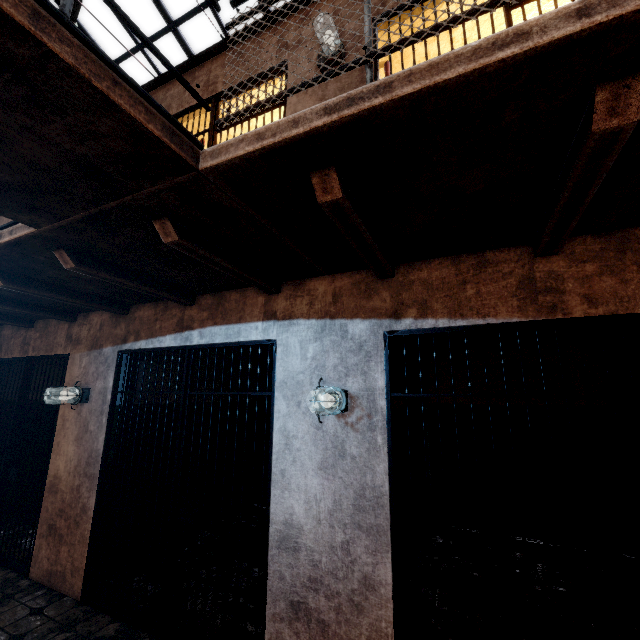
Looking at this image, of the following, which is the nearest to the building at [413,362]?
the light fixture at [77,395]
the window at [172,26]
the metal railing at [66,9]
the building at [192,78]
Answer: the building at [192,78]

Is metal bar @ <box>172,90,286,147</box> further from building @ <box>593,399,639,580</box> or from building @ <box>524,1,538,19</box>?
building @ <box>524,1,538,19</box>

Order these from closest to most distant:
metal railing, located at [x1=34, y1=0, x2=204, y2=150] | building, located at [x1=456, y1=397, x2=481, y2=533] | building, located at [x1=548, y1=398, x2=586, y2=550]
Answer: metal railing, located at [x1=34, y1=0, x2=204, y2=150] < building, located at [x1=548, y1=398, x2=586, y2=550] < building, located at [x1=456, y1=397, x2=481, y2=533]

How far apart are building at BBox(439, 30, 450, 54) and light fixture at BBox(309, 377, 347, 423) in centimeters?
385cm

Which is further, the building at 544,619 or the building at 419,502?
the building at 419,502

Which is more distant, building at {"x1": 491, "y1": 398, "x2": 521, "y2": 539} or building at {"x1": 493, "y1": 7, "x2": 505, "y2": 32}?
building at {"x1": 491, "y1": 398, "x2": 521, "y2": 539}

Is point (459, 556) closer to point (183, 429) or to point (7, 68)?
point (183, 429)
